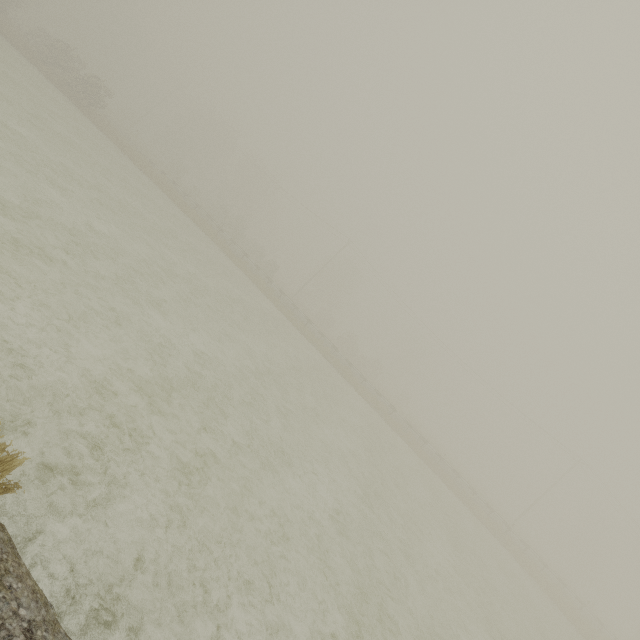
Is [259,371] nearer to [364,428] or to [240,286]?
[364,428]
